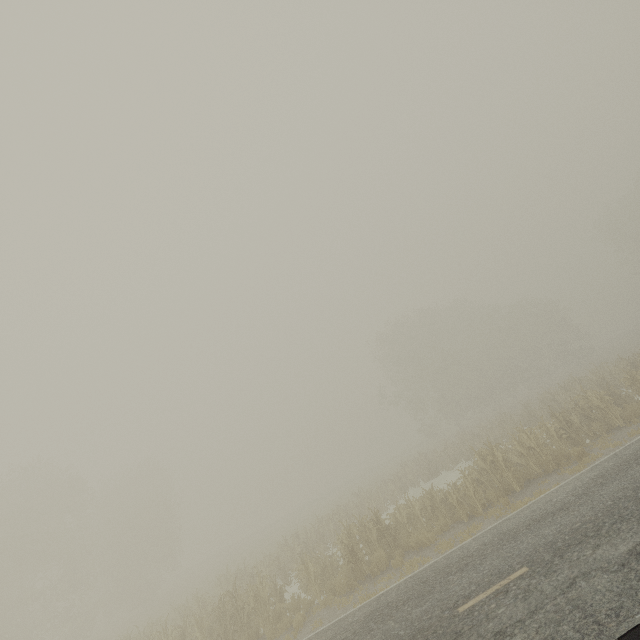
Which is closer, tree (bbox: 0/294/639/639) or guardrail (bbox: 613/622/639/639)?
guardrail (bbox: 613/622/639/639)

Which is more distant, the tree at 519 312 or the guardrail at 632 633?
the tree at 519 312

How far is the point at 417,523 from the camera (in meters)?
13.79
